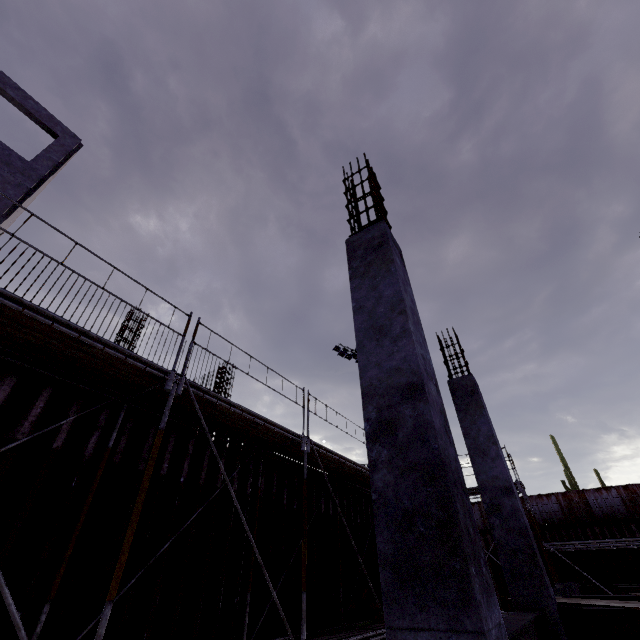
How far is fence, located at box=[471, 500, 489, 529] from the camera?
27.3 meters

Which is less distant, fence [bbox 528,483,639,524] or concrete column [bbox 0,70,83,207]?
concrete column [bbox 0,70,83,207]

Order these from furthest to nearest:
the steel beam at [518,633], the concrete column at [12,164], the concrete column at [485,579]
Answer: the concrete column at [12,164] → the steel beam at [518,633] → the concrete column at [485,579]

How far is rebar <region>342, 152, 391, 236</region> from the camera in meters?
4.7

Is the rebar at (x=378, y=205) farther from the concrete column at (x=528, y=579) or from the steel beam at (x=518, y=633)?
the steel beam at (x=518, y=633)

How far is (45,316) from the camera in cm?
448

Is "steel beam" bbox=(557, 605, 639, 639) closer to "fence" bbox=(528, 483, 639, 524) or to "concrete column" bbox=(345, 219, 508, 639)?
"concrete column" bbox=(345, 219, 508, 639)

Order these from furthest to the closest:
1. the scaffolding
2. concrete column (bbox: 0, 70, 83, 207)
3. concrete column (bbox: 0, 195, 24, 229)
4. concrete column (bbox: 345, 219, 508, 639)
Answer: concrete column (bbox: 0, 70, 83, 207), concrete column (bbox: 0, 195, 24, 229), the scaffolding, concrete column (bbox: 345, 219, 508, 639)
